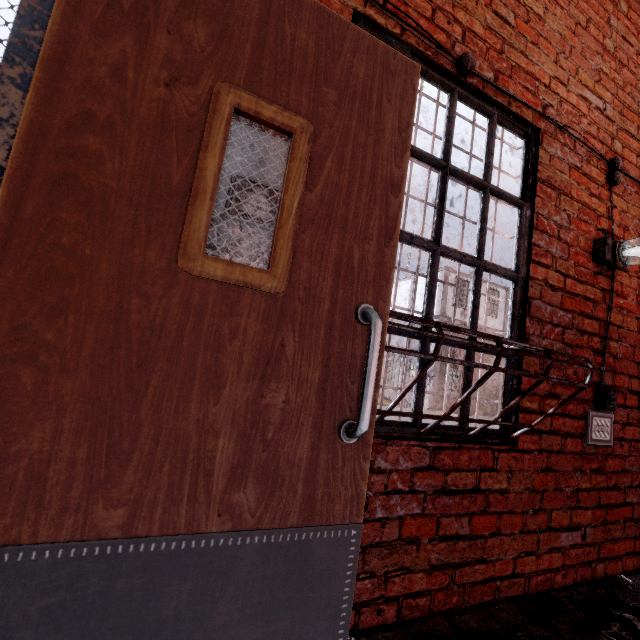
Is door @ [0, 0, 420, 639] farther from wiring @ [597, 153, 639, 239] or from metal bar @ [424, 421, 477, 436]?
wiring @ [597, 153, 639, 239]

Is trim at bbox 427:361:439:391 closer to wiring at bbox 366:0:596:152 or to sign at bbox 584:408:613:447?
sign at bbox 584:408:613:447

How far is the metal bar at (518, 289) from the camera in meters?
1.7

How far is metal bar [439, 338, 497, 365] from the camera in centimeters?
171cm

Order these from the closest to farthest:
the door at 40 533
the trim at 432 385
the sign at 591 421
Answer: the door at 40 533, the sign at 591 421, the trim at 432 385

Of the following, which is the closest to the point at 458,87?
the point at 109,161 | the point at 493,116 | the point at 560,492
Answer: the point at 493,116

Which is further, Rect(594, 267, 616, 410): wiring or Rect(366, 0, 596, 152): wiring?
Rect(594, 267, 616, 410): wiring

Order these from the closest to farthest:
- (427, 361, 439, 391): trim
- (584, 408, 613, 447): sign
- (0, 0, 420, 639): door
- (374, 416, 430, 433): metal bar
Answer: (0, 0, 420, 639): door → (374, 416, 430, 433): metal bar → (584, 408, 613, 447): sign → (427, 361, 439, 391): trim
